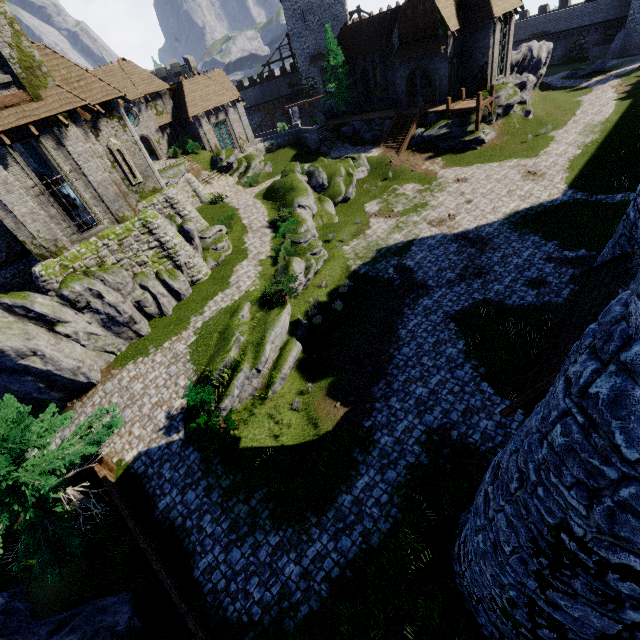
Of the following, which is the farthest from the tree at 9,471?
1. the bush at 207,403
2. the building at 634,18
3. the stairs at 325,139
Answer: the building at 634,18

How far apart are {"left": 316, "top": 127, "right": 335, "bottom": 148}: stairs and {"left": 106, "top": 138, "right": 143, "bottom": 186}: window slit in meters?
26.0

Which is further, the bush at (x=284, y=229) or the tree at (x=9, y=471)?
the bush at (x=284, y=229)

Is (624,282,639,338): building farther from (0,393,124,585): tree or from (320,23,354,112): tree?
(320,23,354,112): tree

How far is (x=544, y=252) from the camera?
19.2m

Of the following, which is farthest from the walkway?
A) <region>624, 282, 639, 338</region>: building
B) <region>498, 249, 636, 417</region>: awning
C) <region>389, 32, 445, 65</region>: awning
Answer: <region>498, 249, 636, 417</region>: awning

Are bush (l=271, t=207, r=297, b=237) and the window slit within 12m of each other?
yes

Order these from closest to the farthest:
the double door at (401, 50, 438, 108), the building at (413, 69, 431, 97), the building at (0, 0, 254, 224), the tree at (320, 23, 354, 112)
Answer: the building at (0, 0, 254, 224)
the double door at (401, 50, 438, 108)
the building at (413, 69, 431, 97)
the tree at (320, 23, 354, 112)
